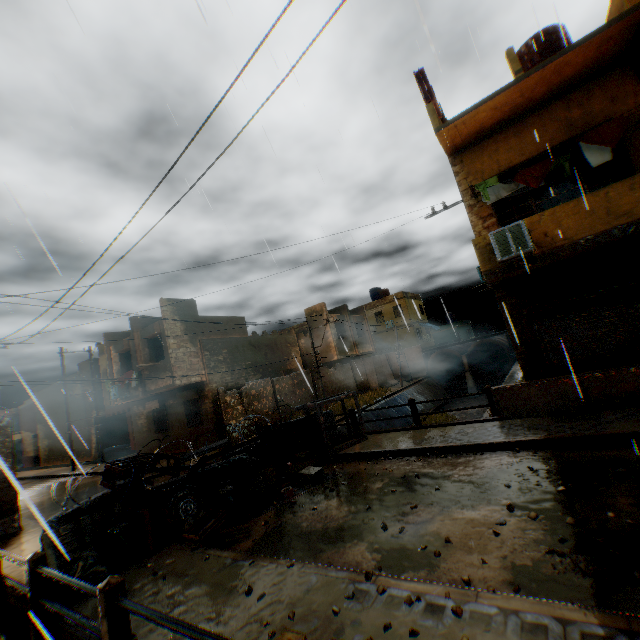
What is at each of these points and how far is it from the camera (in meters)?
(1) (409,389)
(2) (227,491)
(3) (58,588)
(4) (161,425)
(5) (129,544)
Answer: (1) concrete channel, 28.52
(2) trash bag, 7.12
(3) wooden pallet, 5.07
(4) shutter, 20.75
(5) trash bag, 5.68

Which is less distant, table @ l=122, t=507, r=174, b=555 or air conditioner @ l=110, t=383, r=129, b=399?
table @ l=122, t=507, r=174, b=555

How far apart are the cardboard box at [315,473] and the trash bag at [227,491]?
1.5 meters

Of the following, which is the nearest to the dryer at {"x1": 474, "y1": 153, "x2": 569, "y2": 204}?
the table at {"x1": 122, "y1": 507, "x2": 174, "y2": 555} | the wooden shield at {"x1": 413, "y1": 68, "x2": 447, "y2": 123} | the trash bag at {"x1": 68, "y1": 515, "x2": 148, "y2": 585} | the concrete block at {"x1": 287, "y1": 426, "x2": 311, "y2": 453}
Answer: the wooden shield at {"x1": 413, "y1": 68, "x2": 447, "y2": 123}

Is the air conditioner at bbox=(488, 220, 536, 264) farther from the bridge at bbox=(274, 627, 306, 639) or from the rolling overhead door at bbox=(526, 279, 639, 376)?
the bridge at bbox=(274, 627, 306, 639)

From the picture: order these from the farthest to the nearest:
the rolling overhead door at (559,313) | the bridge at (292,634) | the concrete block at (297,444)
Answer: the concrete block at (297,444), the rolling overhead door at (559,313), the bridge at (292,634)

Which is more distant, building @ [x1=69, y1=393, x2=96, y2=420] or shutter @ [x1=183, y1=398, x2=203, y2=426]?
building @ [x1=69, y1=393, x2=96, y2=420]

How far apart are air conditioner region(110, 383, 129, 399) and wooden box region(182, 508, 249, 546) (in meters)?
16.81
